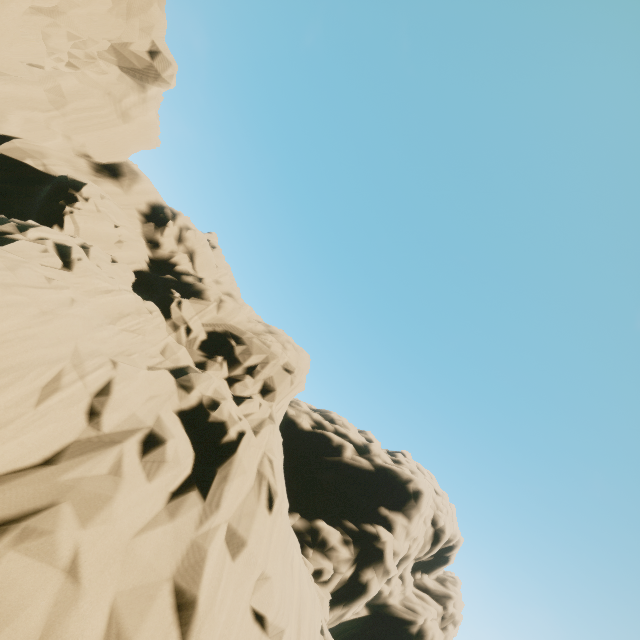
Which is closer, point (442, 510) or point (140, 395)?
point (140, 395)
